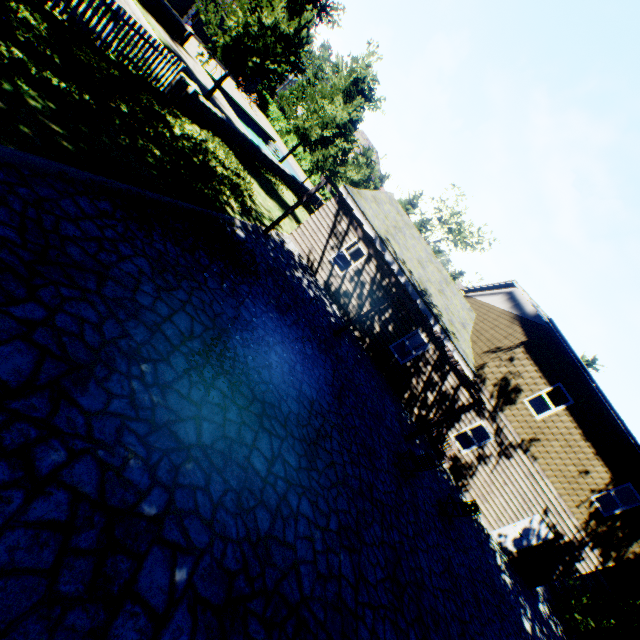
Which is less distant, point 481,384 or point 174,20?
point 481,384

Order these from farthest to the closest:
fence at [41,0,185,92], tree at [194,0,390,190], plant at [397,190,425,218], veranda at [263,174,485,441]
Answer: plant at [397,190,425,218]
tree at [194,0,390,190]
veranda at [263,174,485,441]
fence at [41,0,185,92]

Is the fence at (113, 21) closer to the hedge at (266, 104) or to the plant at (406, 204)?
the plant at (406, 204)

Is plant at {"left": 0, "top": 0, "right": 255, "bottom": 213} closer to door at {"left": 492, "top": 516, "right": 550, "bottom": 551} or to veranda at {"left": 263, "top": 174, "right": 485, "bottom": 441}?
door at {"left": 492, "top": 516, "right": 550, "bottom": 551}

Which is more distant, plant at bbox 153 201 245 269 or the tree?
the tree

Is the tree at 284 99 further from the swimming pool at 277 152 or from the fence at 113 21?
the swimming pool at 277 152

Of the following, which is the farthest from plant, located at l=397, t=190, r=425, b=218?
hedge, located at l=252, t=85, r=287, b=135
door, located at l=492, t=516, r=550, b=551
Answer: hedge, located at l=252, t=85, r=287, b=135

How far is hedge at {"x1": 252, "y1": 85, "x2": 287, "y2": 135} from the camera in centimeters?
4288cm
